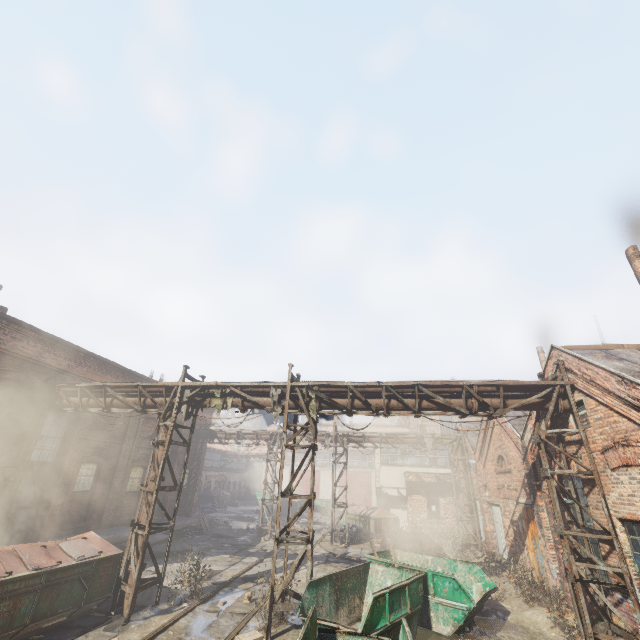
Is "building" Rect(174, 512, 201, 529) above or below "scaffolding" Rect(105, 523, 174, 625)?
above

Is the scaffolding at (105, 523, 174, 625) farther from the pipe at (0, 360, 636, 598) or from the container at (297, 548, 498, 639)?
the container at (297, 548, 498, 639)

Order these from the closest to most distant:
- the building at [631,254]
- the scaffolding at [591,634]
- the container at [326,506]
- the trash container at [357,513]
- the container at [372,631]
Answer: the container at [372,631], the scaffolding at [591,634], the building at [631,254], the trash container at [357,513], the container at [326,506]

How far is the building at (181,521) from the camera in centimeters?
1917cm

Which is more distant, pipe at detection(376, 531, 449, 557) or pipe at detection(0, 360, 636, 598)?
pipe at detection(376, 531, 449, 557)

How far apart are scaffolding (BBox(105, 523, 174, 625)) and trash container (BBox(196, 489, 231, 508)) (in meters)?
27.85

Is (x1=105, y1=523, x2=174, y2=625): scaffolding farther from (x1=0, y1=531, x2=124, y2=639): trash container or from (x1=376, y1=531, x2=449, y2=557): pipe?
(x1=376, y1=531, x2=449, y2=557): pipe

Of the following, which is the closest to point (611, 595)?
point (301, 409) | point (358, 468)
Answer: point (301, 409)
